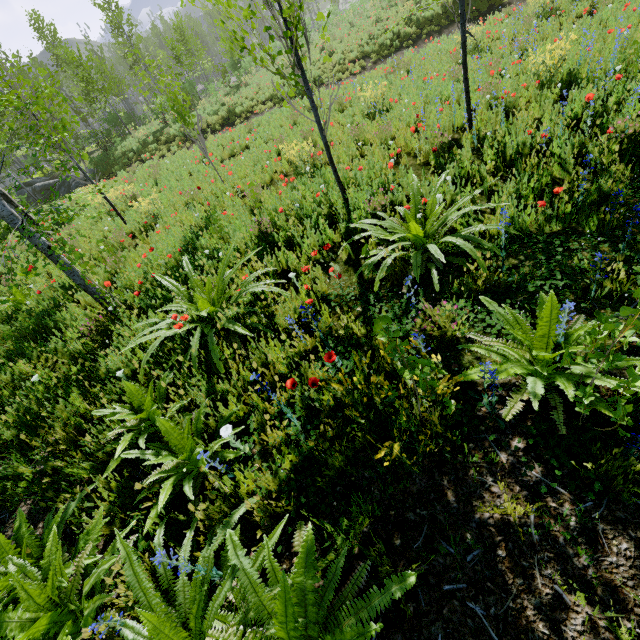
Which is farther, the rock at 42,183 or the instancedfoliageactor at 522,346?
the rock at 42,183

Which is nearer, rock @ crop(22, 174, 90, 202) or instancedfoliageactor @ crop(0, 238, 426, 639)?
instancedfoliageactor @ crop(0, 238, 426, 639)

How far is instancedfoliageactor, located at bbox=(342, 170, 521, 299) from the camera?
3.1 meters

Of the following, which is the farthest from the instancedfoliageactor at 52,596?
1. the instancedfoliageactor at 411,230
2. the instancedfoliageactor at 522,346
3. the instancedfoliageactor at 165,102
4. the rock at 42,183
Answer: the rock at 42,183

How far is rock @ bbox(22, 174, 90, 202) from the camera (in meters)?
19.91

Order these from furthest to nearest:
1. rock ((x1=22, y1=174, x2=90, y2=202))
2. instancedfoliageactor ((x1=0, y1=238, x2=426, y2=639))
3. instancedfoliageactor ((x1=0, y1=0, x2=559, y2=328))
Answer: rock ((x1=22, y1=174, x2=90, y2=202)) → instancedfoliageactor ((x1=0, y1=0, x2=559, y2=328)) → instancedfoliageactor ((x1=0, y1=238, x2=426, y2=639))

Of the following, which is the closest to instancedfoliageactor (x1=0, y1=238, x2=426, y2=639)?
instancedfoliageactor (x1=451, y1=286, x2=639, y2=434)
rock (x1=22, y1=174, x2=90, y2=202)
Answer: instancedfoliageactor (x1=451, y1=286, x2=639, y2=434)

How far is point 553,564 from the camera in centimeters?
164cm
